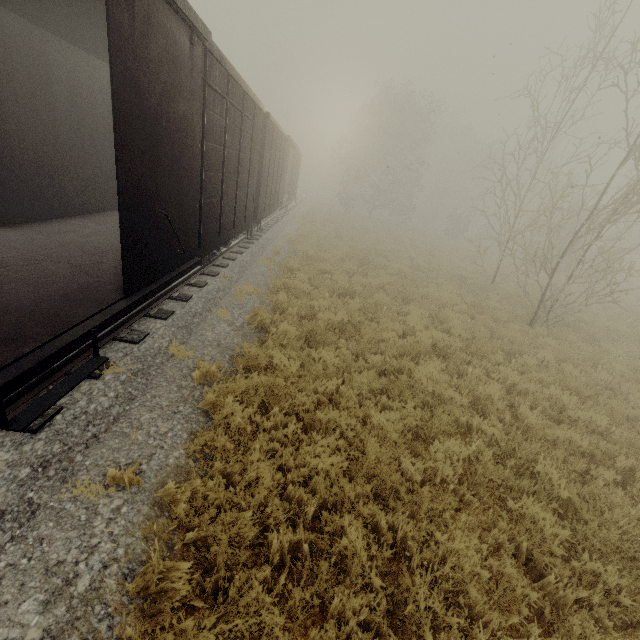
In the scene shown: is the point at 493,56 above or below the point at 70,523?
above
